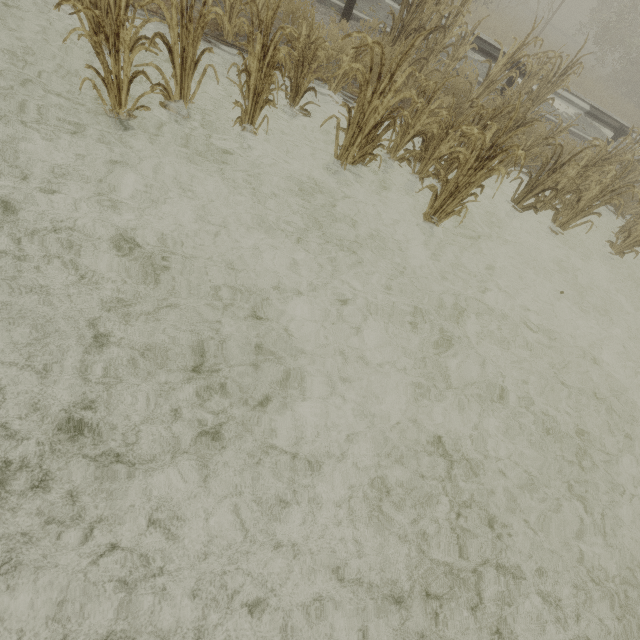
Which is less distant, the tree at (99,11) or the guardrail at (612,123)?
the tree at (99,11)

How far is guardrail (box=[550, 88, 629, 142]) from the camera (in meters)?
9.71

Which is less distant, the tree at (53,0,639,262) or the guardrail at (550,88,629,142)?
the tree at (53,0,639,262)

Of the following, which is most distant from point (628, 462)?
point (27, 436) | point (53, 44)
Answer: point (53, 44)

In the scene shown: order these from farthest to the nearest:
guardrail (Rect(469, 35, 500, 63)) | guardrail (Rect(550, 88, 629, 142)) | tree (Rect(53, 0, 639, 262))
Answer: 1. guardrail (Rect(550, 88, 629, 142))
2. guardrail (Rect(469, 35, 500, 63))
3. tree (Rect(53, 0, 639, 262))

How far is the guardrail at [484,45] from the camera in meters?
8.3 m

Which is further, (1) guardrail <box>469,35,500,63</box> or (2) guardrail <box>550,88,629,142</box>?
(2) guardrail <box>550,88,629,142</box>
